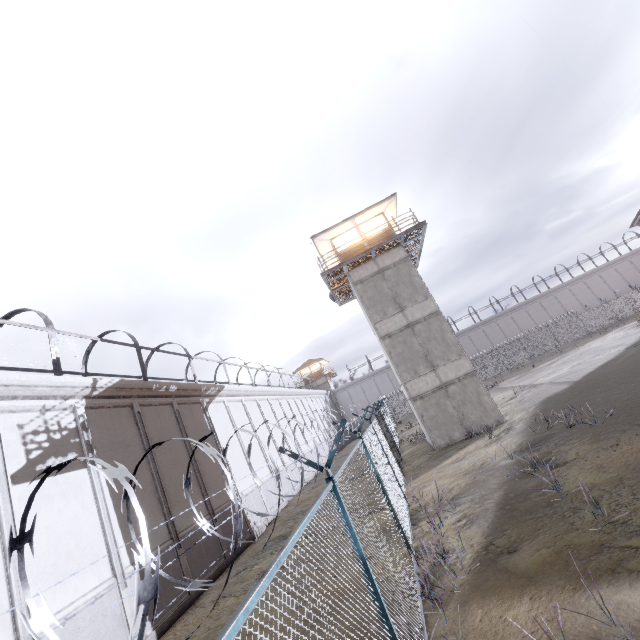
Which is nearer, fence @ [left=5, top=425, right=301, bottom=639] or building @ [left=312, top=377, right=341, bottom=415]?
fence @ [left=5, top=425, right=301, bottom=639]

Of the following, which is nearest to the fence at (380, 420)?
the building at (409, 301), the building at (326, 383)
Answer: the building at (409, 301)

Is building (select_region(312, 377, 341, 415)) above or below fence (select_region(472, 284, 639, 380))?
above

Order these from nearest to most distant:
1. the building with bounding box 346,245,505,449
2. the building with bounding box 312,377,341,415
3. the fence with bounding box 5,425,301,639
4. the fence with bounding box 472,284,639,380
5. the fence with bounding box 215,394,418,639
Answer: the fence with bounding box 5,425,301,639 → the fence with bounding box 215,394,418,639 → the building with bounding box 346,245,505,449 → the fence with bounding box 472,284,639,380 → the building with bounding box 312,377,341,415

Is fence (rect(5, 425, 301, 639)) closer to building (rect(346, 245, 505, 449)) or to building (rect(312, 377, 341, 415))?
building (rect(346, 245, 505, 449))

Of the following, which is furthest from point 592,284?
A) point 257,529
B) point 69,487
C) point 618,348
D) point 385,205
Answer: point 69,487

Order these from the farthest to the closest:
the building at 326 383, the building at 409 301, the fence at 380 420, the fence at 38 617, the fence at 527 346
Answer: the building at 326 383, the fence at 527 346, the building at 409 301, the fence at 380 420, the fence at 38 617
